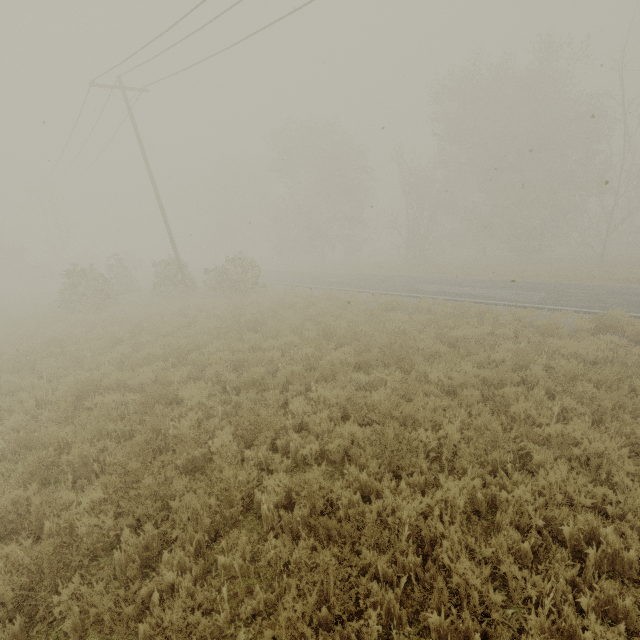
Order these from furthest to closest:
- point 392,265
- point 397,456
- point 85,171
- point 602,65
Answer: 1. point 392,265
2. point 85,171
3. point 602,65
4. point 397,456

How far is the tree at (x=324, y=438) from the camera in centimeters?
535cm

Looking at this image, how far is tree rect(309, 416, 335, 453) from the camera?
5.3m
